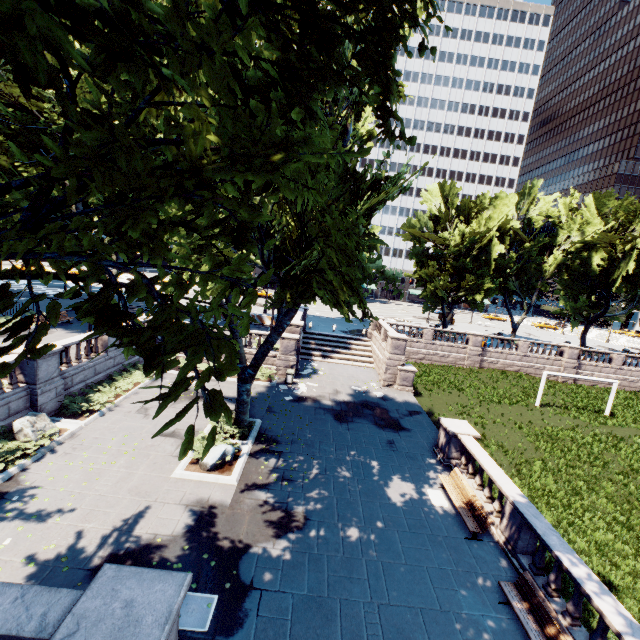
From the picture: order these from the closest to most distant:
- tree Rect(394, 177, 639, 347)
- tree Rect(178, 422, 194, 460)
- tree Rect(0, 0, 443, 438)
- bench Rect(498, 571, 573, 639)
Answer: tree Rect(178, 422, 194, 460)
tree Rect(0, 0, 443, 438)
bench Rect(498, 571, 573, 639)
tree Rect(394, 177, 639, 347)

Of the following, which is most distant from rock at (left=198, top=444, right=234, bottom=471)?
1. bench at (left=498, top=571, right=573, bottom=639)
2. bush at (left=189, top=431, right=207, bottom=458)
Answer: bench at (left=498, top=571, right=573, bottom=639)

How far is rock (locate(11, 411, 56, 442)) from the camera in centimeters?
1233cm

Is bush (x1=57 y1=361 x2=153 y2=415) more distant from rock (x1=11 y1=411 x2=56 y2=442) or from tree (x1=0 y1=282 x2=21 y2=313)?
tree (x1=0 y1=282 x2=21 y2=313)

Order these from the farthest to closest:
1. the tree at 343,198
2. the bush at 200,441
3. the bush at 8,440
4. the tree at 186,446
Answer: the bush at 200,441, the bush at 8,440, the tree at 343,198, the tree at 186,446

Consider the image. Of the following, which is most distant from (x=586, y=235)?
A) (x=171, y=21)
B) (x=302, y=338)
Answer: (x=171, y=21)

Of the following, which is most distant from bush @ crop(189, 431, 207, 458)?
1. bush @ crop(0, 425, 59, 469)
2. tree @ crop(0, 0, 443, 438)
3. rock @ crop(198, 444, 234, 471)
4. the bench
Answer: the bench

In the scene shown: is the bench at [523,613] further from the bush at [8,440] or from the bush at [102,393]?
the bush at [102,393]
